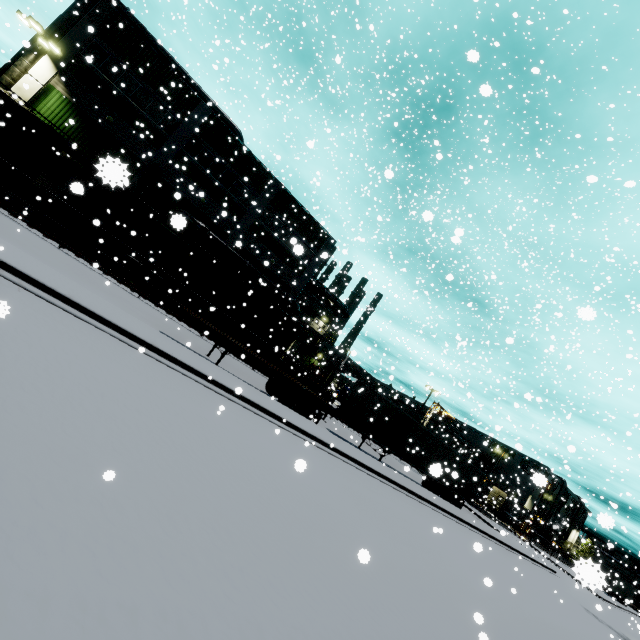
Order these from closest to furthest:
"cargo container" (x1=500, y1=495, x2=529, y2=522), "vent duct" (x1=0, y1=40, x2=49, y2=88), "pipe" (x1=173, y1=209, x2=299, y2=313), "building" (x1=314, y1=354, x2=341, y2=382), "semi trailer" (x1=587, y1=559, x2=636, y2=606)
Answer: "semi trailer" (x1=587, y1=559, x2=636, y2=606), "vent duct" (x1=0, y1=40, x2=49, y2=88), "pipe" (x1=173, y1=209, x2=299, y2=313), "cargo container" (x1=500, y1=495, x2=529, y2=522), "building" (x1=314, y1=354, x2=341, y2=382)

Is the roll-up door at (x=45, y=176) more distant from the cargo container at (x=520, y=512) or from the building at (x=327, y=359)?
the cargo container at (x=520, y=512)

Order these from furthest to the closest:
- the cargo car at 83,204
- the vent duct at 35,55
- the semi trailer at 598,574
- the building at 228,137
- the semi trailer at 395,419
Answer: the building at 228,137 → the vent duct at 35,55 → the semi trailer at 395,419 → the cargo car at 83,204 → the semi trailer at 598,574

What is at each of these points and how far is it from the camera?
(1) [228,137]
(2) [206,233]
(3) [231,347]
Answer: (1) building, 20.0 meters
(2) pipe, 26.5 meters
(3) semi trailer, 15.6 meters

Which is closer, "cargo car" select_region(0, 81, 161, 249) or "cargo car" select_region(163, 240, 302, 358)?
"cargo car" select_region(0, 81, 161, 249)

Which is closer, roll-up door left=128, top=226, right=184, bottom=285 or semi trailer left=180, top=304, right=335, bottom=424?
semi trailer left=180, top=304, right=335, bottom=424

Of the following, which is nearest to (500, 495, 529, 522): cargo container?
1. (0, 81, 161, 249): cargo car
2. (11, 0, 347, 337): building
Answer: (11, 0, 347, 337): building

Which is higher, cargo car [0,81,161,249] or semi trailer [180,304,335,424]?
cargo car [0,81,161,249]
